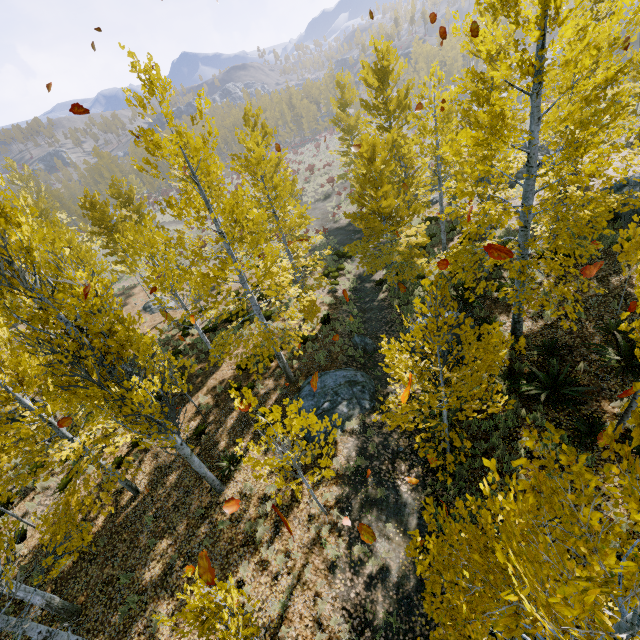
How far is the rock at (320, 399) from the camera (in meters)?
10.67

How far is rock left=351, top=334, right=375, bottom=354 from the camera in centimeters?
1384cm

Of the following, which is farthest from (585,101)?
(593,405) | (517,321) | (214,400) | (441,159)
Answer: (214,400)

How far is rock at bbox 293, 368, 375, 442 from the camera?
10.67m

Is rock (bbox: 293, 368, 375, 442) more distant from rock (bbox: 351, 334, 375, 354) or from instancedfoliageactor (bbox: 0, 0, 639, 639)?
rock (bbox: 351, 334, 375, 354)

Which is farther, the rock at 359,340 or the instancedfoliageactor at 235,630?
the rock at 359,340

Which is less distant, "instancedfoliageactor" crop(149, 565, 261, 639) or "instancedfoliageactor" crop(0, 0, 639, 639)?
"instancedfoliageactor" crop(0, 0, 639, 639)
